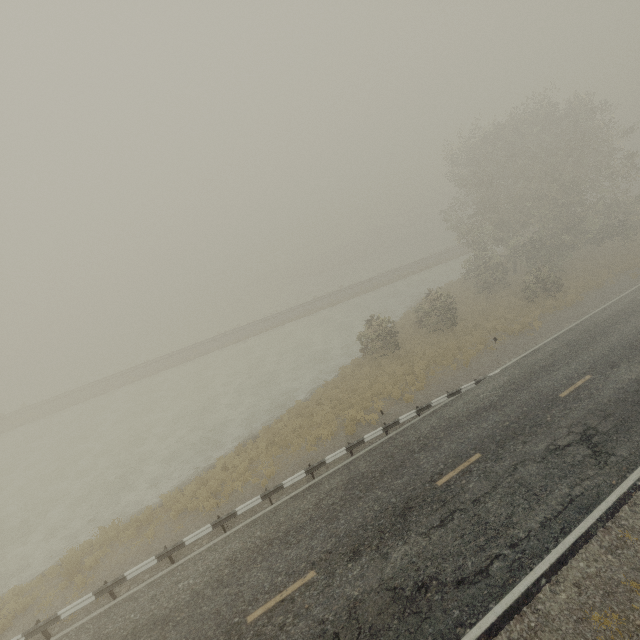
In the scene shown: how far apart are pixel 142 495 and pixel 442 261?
47.88m
